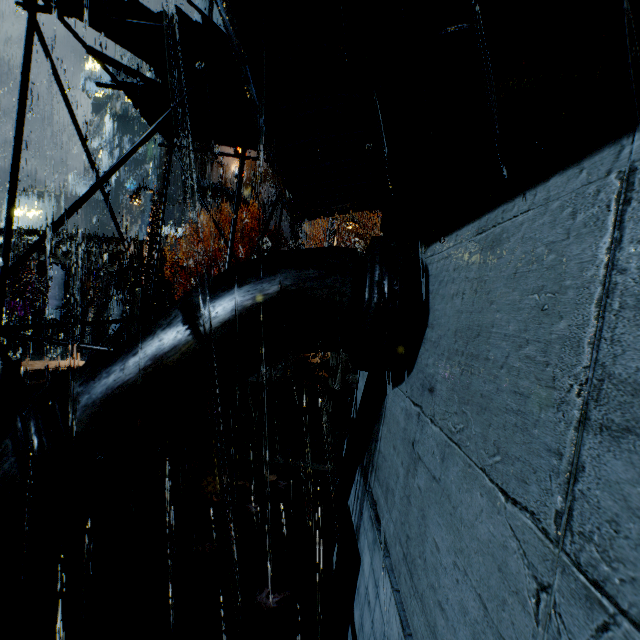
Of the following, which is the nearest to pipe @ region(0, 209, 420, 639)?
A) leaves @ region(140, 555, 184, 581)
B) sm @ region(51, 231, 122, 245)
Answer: leaves @ region(140, 555, 184, 581)

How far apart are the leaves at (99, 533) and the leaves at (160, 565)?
0.83m

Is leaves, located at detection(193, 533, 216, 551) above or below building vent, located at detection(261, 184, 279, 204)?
below

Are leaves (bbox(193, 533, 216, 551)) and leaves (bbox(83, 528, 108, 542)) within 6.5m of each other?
yes

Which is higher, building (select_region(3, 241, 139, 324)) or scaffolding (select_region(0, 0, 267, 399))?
scaffolding (select_region(0, 0, 267, 399))

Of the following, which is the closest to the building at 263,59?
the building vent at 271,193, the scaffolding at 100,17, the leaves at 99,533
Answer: the building vent at 271,193

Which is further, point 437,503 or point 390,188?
point 390,188

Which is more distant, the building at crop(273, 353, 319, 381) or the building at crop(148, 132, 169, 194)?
the building at crop(148, 132, 169, 194)
